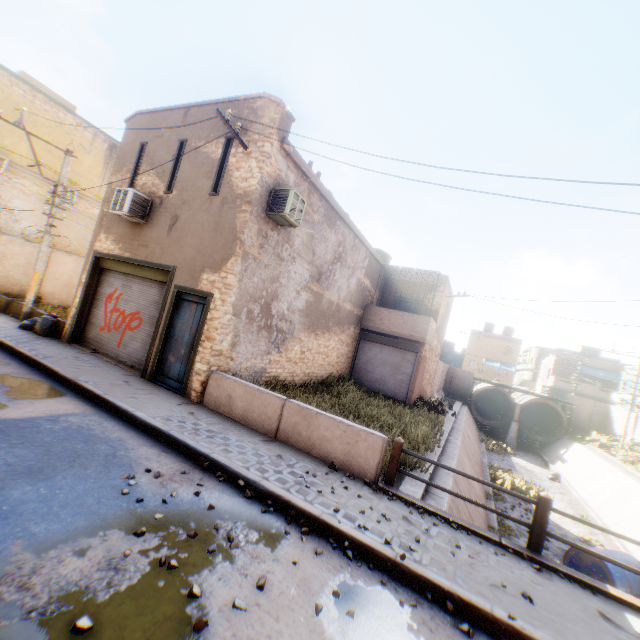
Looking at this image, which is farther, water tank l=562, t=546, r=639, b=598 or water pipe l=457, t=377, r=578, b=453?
water pipe l=457, t=377, r=578, b=453

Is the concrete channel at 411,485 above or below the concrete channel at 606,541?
above

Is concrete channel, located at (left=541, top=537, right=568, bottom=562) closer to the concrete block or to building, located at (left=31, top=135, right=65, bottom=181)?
building, located at (left=31, top=135, right=65, bottom=181)

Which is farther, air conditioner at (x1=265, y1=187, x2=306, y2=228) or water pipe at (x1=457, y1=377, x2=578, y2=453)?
water pipe at (x1=457, y1=377, x2=578, y2=453)

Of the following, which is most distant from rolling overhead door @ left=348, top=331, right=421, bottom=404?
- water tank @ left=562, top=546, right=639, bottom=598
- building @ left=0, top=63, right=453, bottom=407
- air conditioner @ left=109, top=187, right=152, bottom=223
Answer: water tank @ left=562, top=546, right=639, bottom=598

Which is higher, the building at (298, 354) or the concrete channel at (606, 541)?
the building at (298, 354)

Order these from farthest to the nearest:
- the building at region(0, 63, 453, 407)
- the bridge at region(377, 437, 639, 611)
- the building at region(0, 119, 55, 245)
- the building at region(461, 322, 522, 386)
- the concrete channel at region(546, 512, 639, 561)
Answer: the building at region(461, 322, 522, 386) < the building at region(0, 119, 55, 245) < the concrete channel at region(546, 512, 639, 561) < the building at region(0, 63, 453, 407) < the bridge at region(377, 437, 639, 611)

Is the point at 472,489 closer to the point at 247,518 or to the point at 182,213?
the point at 247,518
